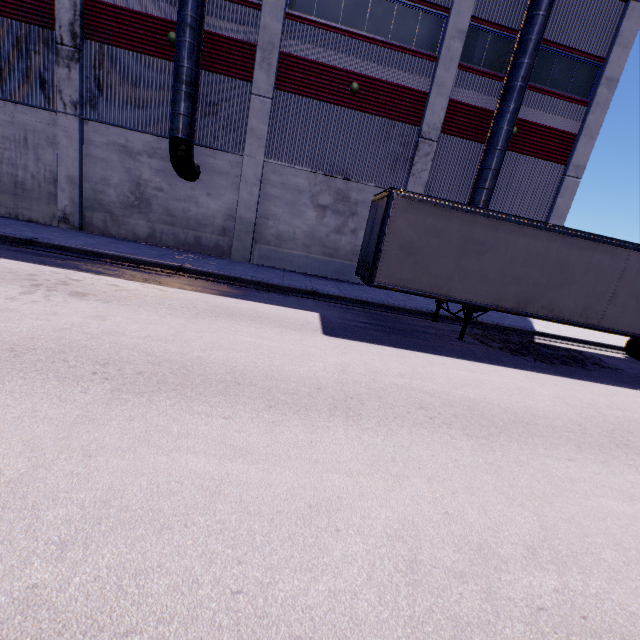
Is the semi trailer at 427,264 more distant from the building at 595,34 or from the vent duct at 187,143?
the vent duct at 187,143

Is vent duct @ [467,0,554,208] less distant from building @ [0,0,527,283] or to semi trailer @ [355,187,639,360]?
building @ [0,0,527,283]

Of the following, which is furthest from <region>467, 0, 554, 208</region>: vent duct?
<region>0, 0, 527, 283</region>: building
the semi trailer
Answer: the semi trailer

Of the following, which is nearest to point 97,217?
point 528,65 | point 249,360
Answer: point 249,360

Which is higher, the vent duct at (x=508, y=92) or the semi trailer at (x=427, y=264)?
the vent duct at (x=508, y=92)

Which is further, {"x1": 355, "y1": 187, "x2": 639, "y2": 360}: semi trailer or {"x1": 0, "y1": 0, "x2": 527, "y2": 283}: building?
{"x1": 0, "y1": 0, "x2": 527, "y2": 283}: building

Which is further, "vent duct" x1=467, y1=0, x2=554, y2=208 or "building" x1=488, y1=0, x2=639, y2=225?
"building" x1=488, y1=0, x2=639, y2=225
